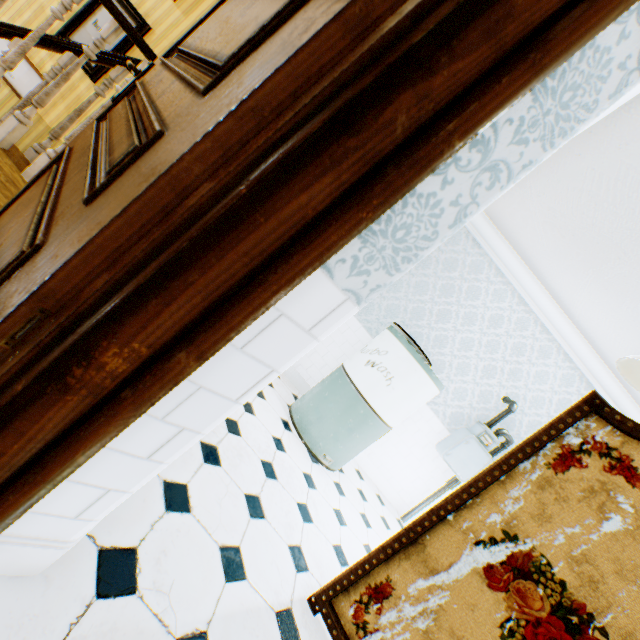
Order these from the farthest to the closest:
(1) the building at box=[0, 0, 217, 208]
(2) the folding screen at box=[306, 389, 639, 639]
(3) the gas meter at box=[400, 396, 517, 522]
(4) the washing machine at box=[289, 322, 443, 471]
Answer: (3) the gas meter at box=[400, 396, 517, 522]
(4) the washing machine at box=[289, 322, 443, 471]
(1) the building at box=[0, 0, 217, 208]
(2) the folding screen at box=[306, 389, 639, 639]

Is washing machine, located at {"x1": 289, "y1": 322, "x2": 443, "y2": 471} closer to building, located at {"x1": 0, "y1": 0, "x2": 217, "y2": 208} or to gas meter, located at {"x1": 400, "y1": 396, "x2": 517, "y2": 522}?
building, located at {"x1": 0, "y1": 0, "x2": 217, "y2": 208}

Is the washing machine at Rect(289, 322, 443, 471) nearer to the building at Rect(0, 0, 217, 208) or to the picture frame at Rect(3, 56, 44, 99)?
the building at Rect(0, 0, 217, 208)

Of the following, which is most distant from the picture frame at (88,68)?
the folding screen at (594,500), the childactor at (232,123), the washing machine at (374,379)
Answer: the folding screen at (594,500)

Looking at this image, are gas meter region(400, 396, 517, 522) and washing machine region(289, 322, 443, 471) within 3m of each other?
yes

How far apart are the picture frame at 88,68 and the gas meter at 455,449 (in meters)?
6.28

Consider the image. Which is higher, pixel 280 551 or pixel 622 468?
pixel 622 468

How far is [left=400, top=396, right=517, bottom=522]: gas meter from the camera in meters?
3.8
